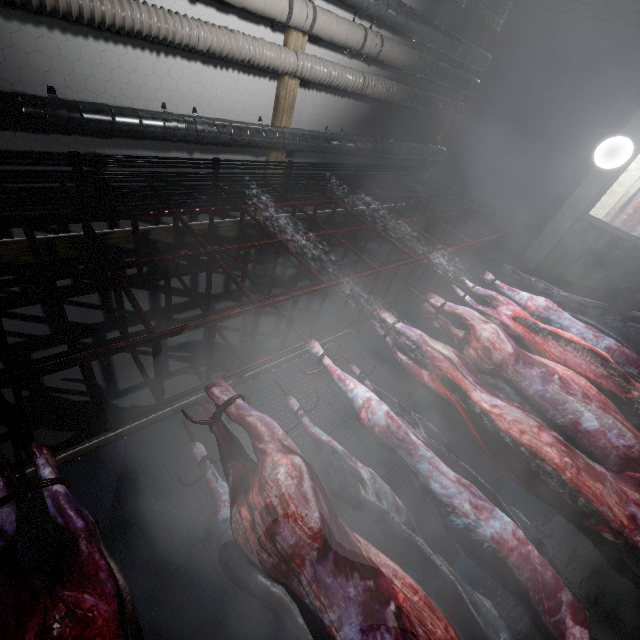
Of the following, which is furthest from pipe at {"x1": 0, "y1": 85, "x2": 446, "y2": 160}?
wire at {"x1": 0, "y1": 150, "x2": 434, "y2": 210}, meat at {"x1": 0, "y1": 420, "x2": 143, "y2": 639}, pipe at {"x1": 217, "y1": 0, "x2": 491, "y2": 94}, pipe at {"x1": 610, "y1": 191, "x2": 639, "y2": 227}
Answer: pipe at {"x1": 610, "y1": 191, "x2": 639, "y2": 227}

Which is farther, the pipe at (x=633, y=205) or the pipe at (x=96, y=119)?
the pipe at (x=633, y=205)

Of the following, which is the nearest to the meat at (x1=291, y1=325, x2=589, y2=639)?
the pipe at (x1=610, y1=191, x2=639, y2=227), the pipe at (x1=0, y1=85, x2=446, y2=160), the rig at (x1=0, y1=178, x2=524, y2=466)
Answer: the rig at (x1=0, y1=178, x2=524, y2=466)

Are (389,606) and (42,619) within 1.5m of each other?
yes

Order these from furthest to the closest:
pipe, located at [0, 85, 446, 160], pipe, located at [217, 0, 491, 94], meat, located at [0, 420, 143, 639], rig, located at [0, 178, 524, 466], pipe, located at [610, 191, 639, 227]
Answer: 1. pipe, located at [610, 191, 639, 227]
2. pipe, located at [217, 0, 491, 94]
3. pipe, located at [0, 85, 446, 160]
4. rig, located at [0, 178, 524, 466]
5. meat, located at [0, 420, 143, 639]

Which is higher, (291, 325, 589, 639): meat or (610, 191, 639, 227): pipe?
(610, 191, 639, 227): pipe

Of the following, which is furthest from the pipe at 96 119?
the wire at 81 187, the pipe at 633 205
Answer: the pipe at 633 205

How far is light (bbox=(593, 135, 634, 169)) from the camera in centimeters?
336cm
